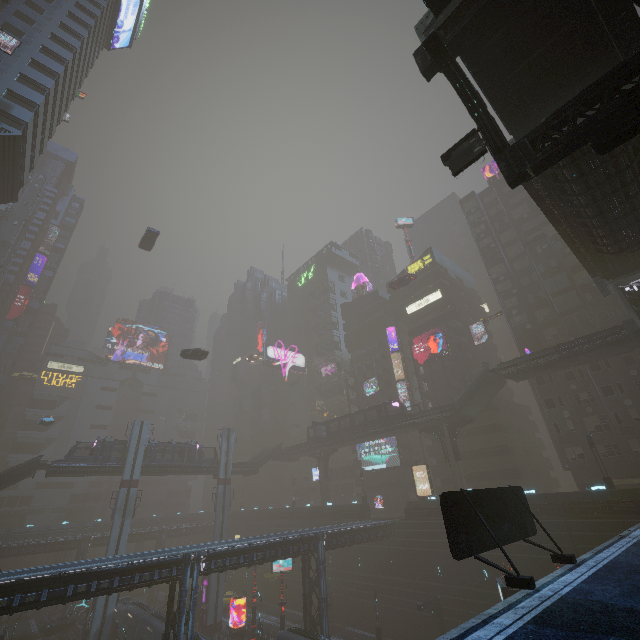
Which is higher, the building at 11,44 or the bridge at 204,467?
the building at 11,44

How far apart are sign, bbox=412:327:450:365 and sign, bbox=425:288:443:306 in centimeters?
555cm

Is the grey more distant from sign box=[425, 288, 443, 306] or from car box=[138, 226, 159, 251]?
car box=[138, 226, 159, 251]

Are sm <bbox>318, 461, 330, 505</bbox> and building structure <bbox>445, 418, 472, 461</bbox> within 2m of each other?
no

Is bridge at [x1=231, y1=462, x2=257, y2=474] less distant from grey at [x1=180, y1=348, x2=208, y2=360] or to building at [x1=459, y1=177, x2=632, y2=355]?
building at [x1=459, y1=177, x2=632, y2=355]

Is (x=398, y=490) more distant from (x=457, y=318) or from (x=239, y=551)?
(x=239, y=551)

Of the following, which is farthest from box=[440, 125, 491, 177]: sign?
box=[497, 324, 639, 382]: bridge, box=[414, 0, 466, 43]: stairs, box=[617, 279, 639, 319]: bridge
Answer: box=[497, 324, 639, 382]: bridge

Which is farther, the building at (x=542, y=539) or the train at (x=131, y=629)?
the train at (x=131, y=629)
